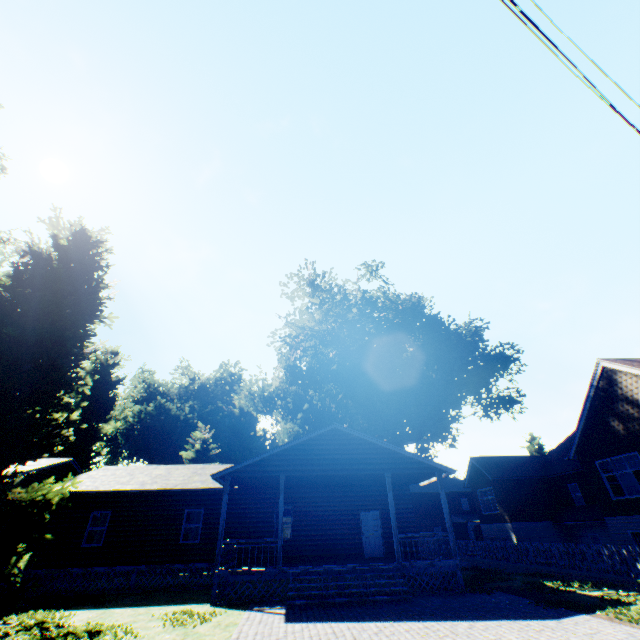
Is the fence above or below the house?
below

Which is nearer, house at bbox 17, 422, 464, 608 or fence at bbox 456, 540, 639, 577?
house at bbox 17, 422, 464, 608

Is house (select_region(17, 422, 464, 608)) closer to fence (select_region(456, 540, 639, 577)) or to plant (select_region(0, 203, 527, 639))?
fence (select_region(456, 540, 639, 577))

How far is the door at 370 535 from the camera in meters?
17.7 m

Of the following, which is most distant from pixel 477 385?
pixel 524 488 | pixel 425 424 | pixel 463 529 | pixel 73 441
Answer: pixel 73 441

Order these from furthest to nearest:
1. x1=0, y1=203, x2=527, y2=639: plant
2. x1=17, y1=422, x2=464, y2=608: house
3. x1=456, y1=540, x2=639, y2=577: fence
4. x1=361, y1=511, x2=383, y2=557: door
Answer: x1=361, y1=511, x2=383, y2=557: door, x1=456, y1=540, x2=639, y2=577: fence, x1=17, y1=422, x2=464, y2=608: house, x1=0, y1=203, x2=527, y2=639: plant

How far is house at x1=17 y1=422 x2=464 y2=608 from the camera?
13.1 meters

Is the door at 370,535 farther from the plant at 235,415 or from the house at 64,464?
the plant at 235,415
